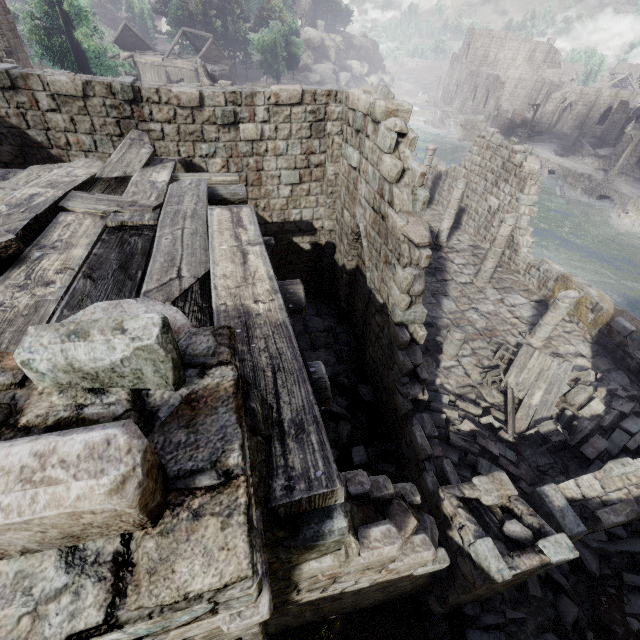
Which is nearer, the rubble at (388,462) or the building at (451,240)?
the building at (451,240)

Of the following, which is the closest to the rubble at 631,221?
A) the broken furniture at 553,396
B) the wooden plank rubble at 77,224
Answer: the broken furniture at 553,396

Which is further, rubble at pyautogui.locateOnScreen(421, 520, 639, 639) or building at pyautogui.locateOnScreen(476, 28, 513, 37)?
building at pyautogui.locateOnScreen(476, 28, 513, 37)

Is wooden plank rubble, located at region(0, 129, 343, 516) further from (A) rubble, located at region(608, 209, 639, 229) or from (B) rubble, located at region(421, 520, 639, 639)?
(A) rubble, located at region(608, 209, 639, 229)

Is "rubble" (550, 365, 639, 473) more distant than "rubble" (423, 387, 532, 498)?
Yes

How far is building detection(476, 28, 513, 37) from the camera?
59.3m

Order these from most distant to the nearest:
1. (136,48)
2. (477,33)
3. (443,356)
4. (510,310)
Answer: (477,33) → (136,48) → (510,310) → (443,356)

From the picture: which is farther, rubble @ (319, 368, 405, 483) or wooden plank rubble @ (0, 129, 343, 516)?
rubble @ (319, 368, 405, 483)
